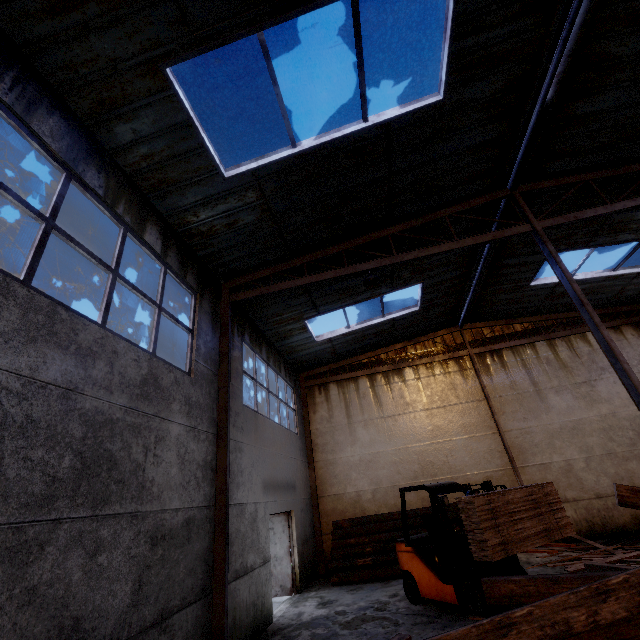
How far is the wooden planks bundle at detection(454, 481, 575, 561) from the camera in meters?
5.5 m

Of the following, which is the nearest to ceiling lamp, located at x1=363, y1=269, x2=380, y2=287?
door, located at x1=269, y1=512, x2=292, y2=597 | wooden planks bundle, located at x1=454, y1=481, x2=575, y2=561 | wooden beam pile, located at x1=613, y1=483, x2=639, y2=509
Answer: wooden planks bundle, located at x1=454, y1=481, x2=575, y2=561

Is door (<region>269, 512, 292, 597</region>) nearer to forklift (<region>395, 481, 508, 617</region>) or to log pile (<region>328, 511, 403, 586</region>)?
log pile (<region>328, 511, 403, 586</region>)

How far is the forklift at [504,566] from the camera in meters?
6.6 m

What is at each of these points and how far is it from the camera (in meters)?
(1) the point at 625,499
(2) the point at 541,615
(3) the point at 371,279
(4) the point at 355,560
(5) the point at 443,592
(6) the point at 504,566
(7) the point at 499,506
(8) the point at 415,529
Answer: (1) wooden beam pile, 3.90
(2) wooden beam pile, 2.68
(3) ceiling lamp, 7.91
(4) log pile, 10.12
(5) forklift, 6.71
(6) forklift, 6.71
(7) wooden planks bundle, 5.95
(8) log pile, 10.59

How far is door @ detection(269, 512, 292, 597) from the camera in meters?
9.8 m

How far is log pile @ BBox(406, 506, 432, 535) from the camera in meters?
A: 10.5 m

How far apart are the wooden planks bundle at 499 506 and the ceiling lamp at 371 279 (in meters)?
4.85
